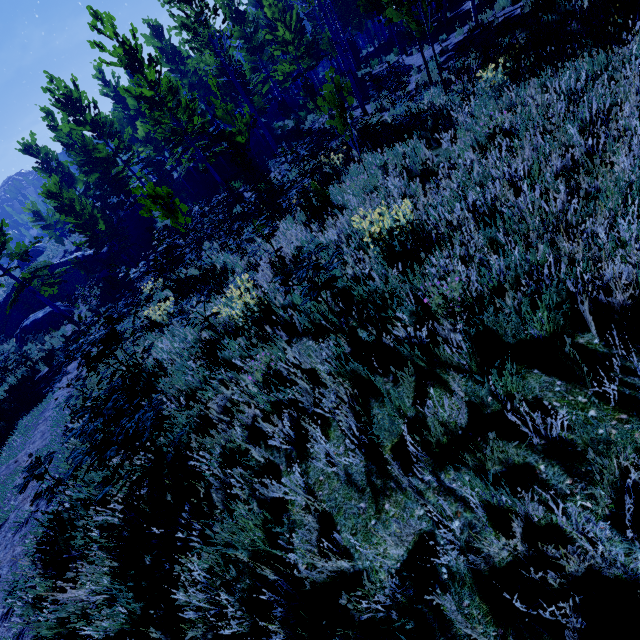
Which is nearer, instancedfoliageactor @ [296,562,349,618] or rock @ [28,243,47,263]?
instancedfoliageactor @ [296,562,349,618]

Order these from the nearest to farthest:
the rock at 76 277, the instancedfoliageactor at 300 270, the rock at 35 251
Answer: the instancedfoliageactor at 300 270, the rock at 76 277, the rock at 35 251

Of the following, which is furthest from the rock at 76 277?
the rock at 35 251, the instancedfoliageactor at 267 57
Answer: the rock at 35 251

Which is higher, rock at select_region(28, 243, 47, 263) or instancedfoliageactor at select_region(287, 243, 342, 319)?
rock at select_region(28, 243, 47, 263)

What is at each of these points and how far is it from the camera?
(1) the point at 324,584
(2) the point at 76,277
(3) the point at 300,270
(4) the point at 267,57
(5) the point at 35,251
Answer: (1) instancedfoliageactor, 2.0m
(2) rock, 26.4m
(3) instancedfoliageactor, 3.7m
(4) instancedfoliageactor, 26.9m
(5) rock, 39.8m

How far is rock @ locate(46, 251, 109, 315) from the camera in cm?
2505

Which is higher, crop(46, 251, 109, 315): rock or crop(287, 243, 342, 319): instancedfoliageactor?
crop(287, 243, 342, 319): instancedfoliageactor

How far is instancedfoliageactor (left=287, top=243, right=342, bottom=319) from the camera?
3.5 meters
